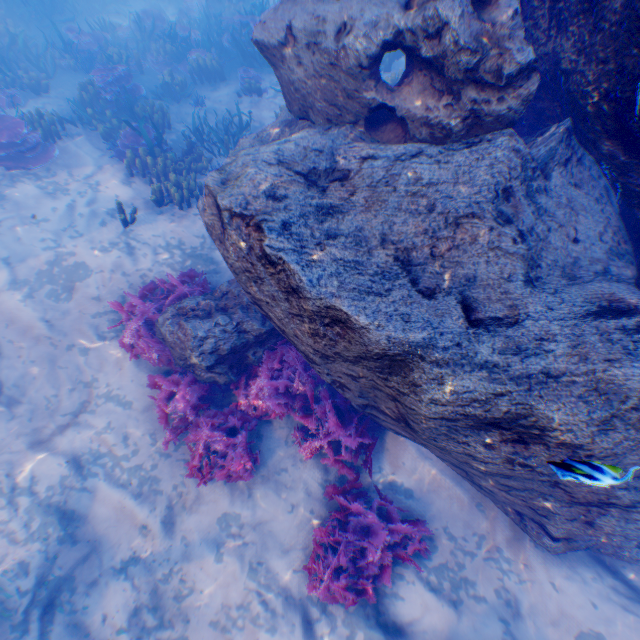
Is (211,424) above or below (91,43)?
below

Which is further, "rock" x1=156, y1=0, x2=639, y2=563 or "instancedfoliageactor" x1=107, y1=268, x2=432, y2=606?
"instancedfoliageactor" x1=107, y1=268, x2=432, y2=606

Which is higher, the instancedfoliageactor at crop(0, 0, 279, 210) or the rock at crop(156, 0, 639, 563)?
the rock at crop(156, 0, 639, 563)

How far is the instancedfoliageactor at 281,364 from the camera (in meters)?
4.81

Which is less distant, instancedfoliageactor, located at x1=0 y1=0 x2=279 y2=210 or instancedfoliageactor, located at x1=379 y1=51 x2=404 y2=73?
instancedfoliageactor, located at x1=0 y1=0 x2=279 y2=210

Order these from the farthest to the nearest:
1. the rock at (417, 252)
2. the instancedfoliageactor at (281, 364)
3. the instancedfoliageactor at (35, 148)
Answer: the instancedfoliageactor at (35, 148), the instancedfoliageactor at (281, 364), the rock at (417, 252)

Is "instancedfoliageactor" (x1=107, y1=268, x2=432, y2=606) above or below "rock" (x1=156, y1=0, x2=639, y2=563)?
below

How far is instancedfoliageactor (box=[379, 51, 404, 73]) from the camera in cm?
1043
